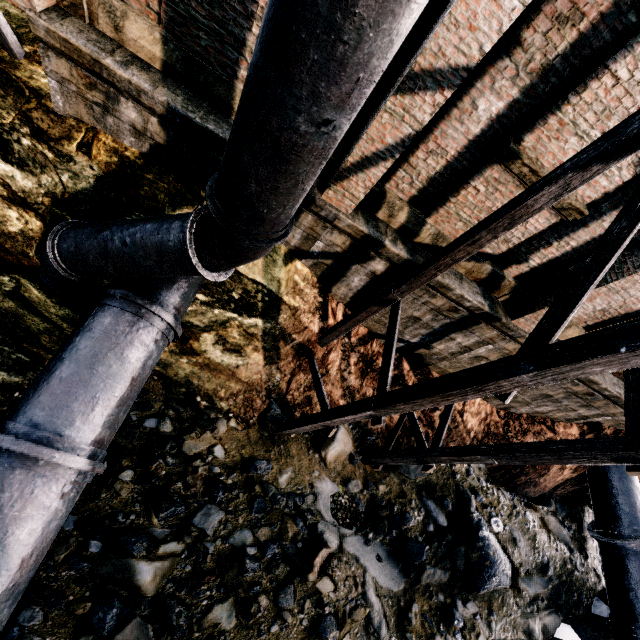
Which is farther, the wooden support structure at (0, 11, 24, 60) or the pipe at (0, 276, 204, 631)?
the wooden support structure at (0, 11, 24, 60)

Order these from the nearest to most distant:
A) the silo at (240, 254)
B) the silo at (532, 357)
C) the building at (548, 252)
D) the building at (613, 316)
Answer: the silo at (240, 254) < the silo at (532, 357) < the building at (548, 252) < the building at (613, 316)

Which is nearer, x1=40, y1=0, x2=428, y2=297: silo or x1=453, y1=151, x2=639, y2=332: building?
x1=40, y1=0, x2=428, y2=297: silo

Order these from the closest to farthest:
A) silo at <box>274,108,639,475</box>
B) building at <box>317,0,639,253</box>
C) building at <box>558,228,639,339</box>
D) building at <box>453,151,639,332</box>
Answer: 1. silo at <box>274,108,639,475</box>
2. building at <box>317,0,639,253</box>
3. building at <box>453,151,639,332</box>
4. building at <box>558,228,639,339</box>

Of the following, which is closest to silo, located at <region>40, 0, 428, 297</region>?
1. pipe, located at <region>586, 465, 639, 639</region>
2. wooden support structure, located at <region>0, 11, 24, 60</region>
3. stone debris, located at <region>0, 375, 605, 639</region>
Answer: stone debris, located at <region>0, 375, 605, 639</region>

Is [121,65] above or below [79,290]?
above

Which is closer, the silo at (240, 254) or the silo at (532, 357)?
the silo at (240, 254)

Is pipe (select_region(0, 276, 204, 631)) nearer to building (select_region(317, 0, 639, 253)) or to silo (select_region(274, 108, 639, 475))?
silo (select_region(274, 108, 639, 475))
